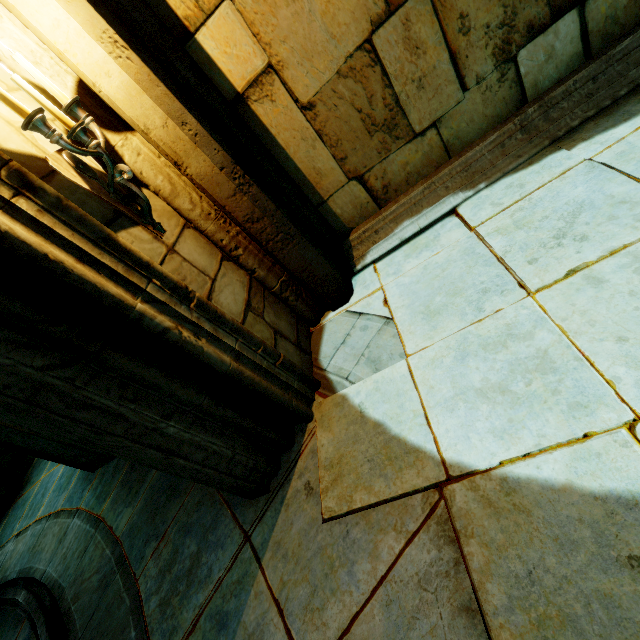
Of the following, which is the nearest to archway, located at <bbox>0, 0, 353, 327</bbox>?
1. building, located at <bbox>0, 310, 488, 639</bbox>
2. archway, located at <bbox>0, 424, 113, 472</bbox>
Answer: building, located at <bbox>0, 310, 488, 639</bbox>

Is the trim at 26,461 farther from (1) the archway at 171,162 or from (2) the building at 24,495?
(1) the archway at 171,162

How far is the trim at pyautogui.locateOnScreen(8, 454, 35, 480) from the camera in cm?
640

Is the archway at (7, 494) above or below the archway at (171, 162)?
below

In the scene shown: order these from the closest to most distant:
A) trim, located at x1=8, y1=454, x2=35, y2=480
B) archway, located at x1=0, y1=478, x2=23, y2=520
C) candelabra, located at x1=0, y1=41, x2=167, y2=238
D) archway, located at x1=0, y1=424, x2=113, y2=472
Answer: candelabra, located at x1=0, y1=41, x2=167, y2=238 < archway, located at x1=0, y1=424, x2=113, y2=472 < archway, located at x1=0, y1=478, x2=23, y2=520 < trim, located at x1=8, y1=454, x2=35, y2=480

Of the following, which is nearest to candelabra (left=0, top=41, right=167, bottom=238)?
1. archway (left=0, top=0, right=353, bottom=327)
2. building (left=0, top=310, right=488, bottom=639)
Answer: archway (left=0, top=0, right=353, bottom=327)

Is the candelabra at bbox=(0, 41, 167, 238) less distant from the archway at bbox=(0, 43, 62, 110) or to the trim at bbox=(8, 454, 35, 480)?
the archway at bbox=(0, 43, 62, 110)

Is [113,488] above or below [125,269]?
below
